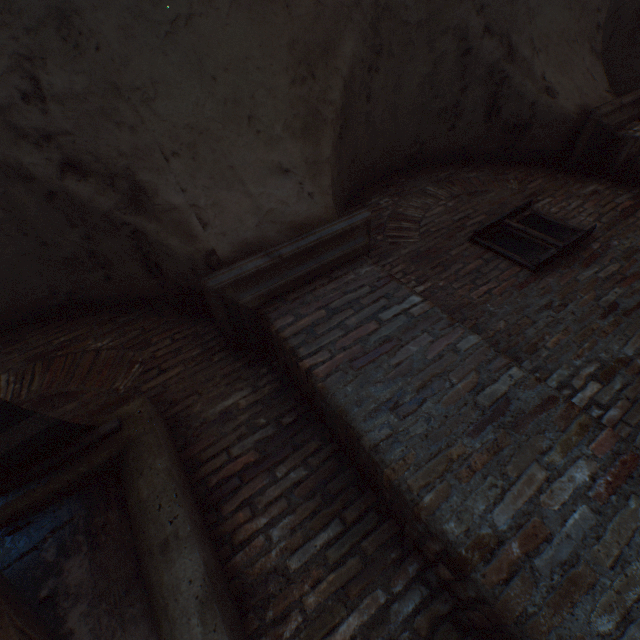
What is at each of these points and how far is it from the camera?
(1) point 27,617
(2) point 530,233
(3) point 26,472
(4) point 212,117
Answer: (1) awning, 0.7 meters
(2) window, 3.4 meters
(3) awning, 1.7 meters
(4) building, 2.7 meters

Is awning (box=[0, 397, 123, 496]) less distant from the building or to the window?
the window

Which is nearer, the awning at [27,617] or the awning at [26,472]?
the awning at [27,617]

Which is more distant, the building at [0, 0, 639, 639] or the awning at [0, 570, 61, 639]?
the building at [0, 0, 639, 639]

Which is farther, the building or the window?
the window

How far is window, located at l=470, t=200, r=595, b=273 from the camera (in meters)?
3.16

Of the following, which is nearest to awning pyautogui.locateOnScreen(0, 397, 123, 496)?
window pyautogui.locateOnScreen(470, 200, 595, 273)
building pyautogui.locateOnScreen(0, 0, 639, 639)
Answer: window pyautogui.locateOnScreen(470, 200, 595, 273)

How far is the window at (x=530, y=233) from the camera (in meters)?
3.16
